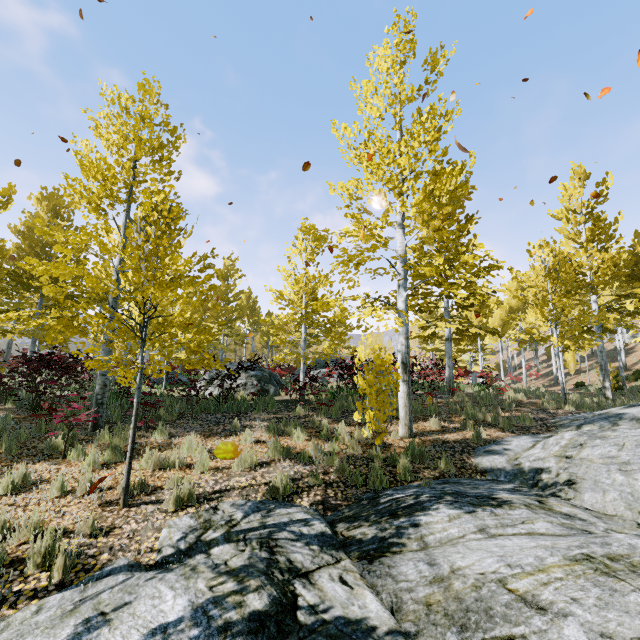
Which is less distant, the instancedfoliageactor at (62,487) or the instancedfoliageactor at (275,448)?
the instancedfoliageactor at (62,487)

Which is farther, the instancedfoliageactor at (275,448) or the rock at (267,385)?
the rock at (267,385)

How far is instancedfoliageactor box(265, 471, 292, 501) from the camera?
5.3 meters

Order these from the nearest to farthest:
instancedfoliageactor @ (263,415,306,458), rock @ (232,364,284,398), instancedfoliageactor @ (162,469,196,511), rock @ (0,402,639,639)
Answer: rock @ (0,402,639,639) → instancedfoliageactor @ (162,469,196,511) → instancedfoliageactor @ (263,415,306,458) → rock @ (232,364,284,398)

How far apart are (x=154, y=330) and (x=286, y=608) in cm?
381

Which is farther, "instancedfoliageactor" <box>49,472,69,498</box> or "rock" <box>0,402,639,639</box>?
"instancedfoliageactor" <box>49,472,69,498</box>
